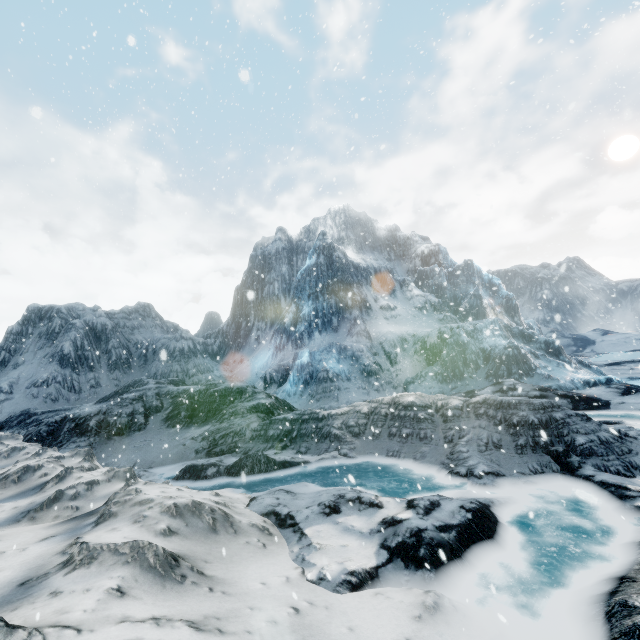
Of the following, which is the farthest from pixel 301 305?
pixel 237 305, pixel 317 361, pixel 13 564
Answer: pixel 13 564
